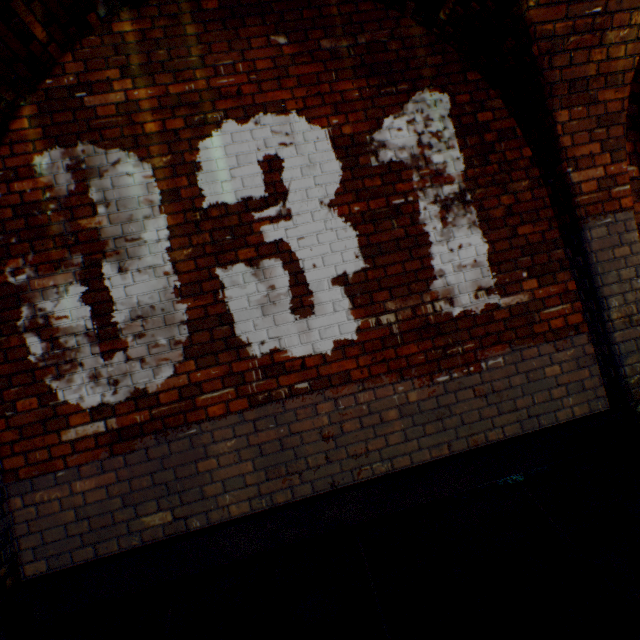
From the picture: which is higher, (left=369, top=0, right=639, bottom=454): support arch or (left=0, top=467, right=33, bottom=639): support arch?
(left=369, top=0, right=639, bottom=454): support arch

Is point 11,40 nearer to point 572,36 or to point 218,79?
point 218,79

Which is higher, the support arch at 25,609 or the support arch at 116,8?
the support arch at 116,8

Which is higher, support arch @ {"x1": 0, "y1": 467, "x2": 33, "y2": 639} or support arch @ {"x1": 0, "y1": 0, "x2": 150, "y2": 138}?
support arch @ {"x1": 0, "y1": 0, "x2": 150, "y2": 138}

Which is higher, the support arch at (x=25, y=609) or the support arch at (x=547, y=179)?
the support arch at (x=547, y=179)
